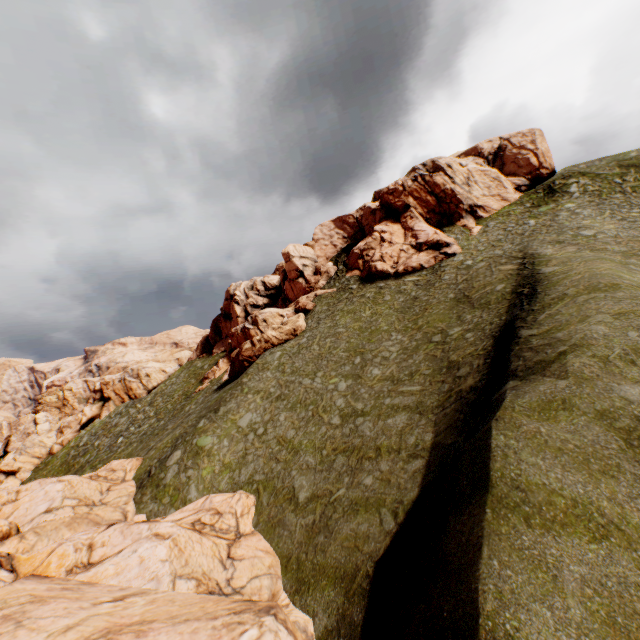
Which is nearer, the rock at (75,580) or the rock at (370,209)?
the rock at (75,580)

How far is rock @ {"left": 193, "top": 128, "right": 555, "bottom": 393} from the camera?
39.9 meters

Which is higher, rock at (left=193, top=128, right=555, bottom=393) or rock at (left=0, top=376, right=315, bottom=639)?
rock at (left=193, top=128, right=555, bottom=393)

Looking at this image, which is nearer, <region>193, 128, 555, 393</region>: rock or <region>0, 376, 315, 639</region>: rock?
<region>0, 376, 315, 639</region>: rock

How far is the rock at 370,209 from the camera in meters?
39.9

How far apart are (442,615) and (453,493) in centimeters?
329cm
